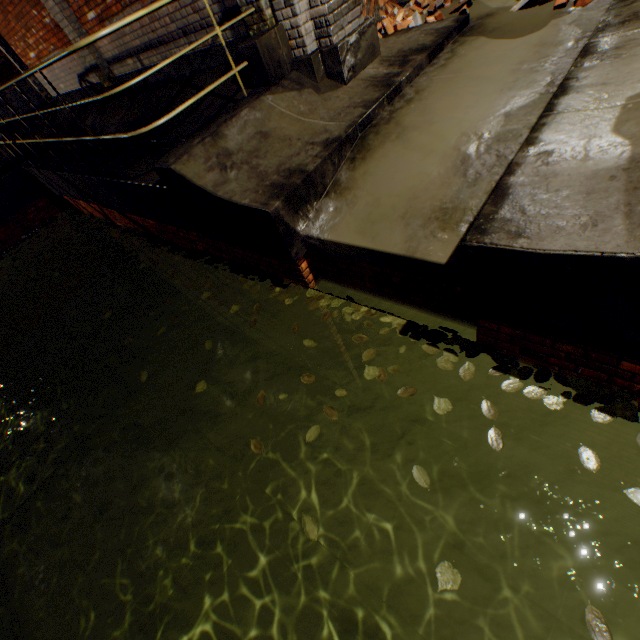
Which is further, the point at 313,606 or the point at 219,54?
the point at 313,606

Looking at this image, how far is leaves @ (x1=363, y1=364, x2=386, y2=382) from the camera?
2.7m

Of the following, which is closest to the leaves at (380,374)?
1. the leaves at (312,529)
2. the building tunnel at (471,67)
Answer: the leaves at (312,529)

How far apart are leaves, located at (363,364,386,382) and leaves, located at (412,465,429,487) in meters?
0.8

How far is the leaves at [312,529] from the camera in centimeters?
218cm

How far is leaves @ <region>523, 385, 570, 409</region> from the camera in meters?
2.2 m

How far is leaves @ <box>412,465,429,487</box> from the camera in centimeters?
216cm
